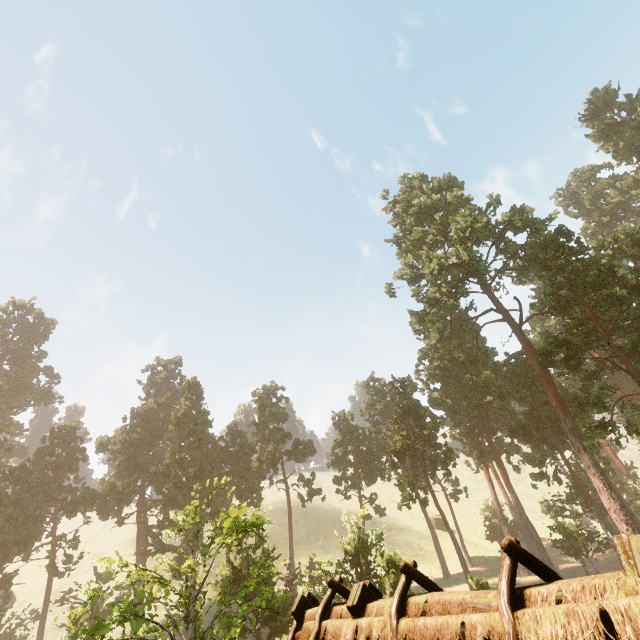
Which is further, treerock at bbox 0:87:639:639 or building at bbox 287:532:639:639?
treerock at bbox 0:87:639:639

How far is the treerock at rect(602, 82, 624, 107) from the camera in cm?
5870

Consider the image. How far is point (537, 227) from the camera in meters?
32.5 m

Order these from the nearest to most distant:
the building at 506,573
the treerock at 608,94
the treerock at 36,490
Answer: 1. the building at 506,573
2. the treerock at 36,490
3. the treerock at 608,94

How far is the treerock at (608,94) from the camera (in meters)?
58.70

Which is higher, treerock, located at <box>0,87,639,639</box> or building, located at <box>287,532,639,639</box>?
treerock, located at <box>0,87,639,639</box>

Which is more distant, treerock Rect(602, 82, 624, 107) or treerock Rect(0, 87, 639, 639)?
treerock Rect(602, 82, 624, 107)

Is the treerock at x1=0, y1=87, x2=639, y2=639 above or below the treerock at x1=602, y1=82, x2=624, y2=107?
below
